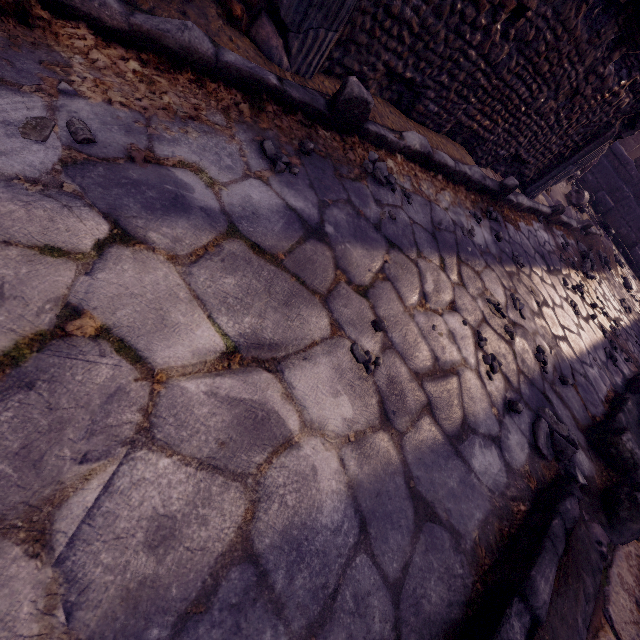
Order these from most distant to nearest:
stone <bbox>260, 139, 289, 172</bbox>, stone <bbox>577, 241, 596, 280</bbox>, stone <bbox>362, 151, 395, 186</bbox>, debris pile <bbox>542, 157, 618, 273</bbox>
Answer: debris pile <bbox>542, 157, 618, 273</bbox> → stone <bbox>577, 241, 596, 280</bbox> → stone <bbox>362, 151, 395, 186</bbox> → stone <bbox>260, 139, 289, 172</bbox>

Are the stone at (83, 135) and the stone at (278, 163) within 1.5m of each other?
yes

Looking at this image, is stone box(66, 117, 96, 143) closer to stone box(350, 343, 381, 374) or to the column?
stone box(350, 343, 381, 374)

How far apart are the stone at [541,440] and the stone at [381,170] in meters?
1.7 m

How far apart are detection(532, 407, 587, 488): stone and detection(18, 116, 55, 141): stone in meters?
2.4

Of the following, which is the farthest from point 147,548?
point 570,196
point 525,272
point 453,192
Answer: point 570,196

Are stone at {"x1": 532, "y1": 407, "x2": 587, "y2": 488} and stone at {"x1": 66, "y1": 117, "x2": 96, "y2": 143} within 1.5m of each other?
no

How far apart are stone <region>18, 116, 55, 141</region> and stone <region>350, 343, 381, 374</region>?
1.1m
